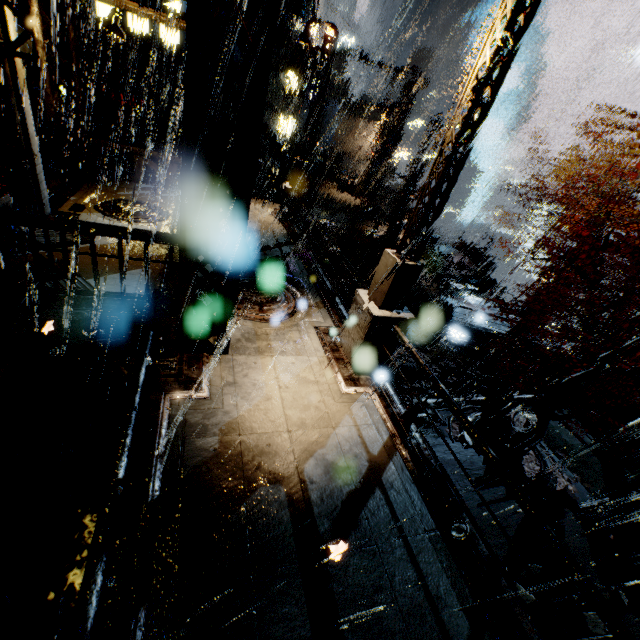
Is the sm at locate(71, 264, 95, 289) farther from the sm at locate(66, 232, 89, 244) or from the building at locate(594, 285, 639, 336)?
the sm at locate(66, 232, 89, 244)

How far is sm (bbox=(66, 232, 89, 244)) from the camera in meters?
9.0

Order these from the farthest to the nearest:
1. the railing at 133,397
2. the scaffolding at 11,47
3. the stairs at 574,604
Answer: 1. the stairs at 574,604
2. the scaffolding at 11,47
3. the railing at 133,397

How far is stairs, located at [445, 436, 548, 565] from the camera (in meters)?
6.89

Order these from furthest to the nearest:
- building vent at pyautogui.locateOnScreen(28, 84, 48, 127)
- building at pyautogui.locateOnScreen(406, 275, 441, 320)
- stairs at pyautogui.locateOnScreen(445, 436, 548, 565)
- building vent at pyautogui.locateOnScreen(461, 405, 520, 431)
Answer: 1. building at pyautogui.locateOnScreen(406, 275, 441, 320)
2. building vent at pyautogui.locateOnScreen(461, 405, 520, 431)
3. building vent at pyautogui.locateOnScreen(28, 84, 48, 127)
4. stairs at pyautogui.locateOnScreen(445, 436, 548, 565)

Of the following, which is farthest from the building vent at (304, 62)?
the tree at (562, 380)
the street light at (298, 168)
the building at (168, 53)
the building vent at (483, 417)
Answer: the building vent at (483, 417)

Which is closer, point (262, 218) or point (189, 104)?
point (189, 104)

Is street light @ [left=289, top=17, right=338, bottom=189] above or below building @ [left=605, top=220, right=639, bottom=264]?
below
